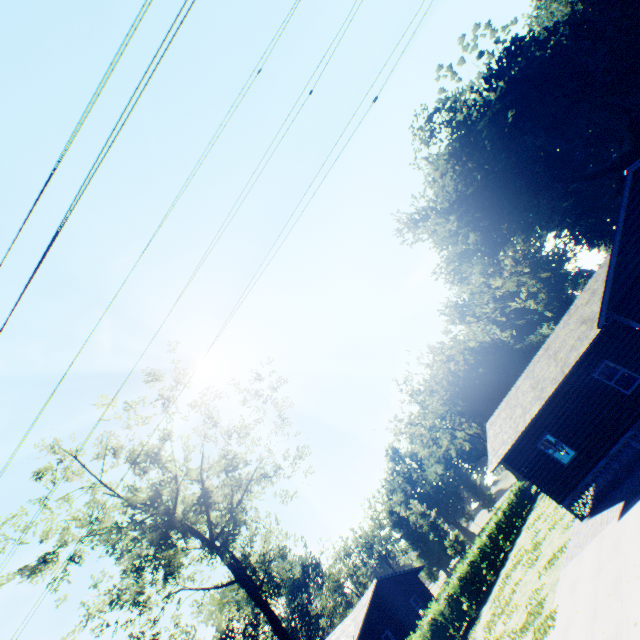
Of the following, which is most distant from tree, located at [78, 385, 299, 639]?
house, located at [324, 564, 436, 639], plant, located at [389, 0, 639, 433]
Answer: plant, located at [389, 0, 639, 433]

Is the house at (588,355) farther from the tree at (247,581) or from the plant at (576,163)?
the plant at (576,163)

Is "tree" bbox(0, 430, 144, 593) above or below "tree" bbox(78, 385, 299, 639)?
above

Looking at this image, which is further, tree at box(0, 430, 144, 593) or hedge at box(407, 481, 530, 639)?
hedge at box(407, 481, 530, 639)

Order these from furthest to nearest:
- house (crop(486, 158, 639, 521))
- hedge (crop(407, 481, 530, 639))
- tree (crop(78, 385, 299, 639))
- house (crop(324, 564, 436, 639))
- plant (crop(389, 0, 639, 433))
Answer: plant (crop(389, 0, 639, 433)) < house (crop(324, 564, 436, 639)) < hedge (crop(407, 481, 530, 639)) < tree (crop(78, 385, 299, 639)) < house (crop(486, 158, 639, 521))

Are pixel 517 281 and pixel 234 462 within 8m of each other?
no

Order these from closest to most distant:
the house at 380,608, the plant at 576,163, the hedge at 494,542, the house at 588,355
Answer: the house at 588,355 < the hedge at 494,542 < the house at 380,608 < the plant at 576,163
